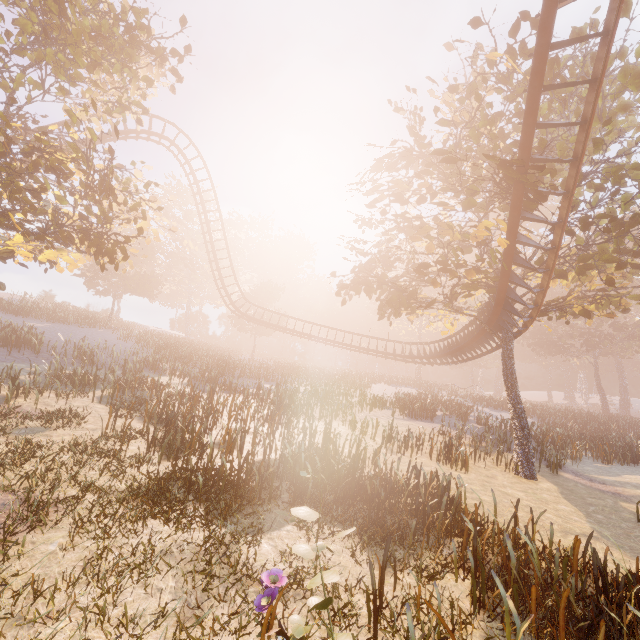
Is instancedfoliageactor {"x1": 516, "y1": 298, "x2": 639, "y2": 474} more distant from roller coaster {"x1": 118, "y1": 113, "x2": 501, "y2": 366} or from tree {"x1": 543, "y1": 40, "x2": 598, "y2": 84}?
roller coaster {"x1": 118, "y1": 113, "x2": 501, "y2": 366}

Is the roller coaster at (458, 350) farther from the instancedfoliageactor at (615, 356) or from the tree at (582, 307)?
the instancedfoliageactor at (615, 356)

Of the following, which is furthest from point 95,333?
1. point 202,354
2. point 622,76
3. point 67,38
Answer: point 622,76

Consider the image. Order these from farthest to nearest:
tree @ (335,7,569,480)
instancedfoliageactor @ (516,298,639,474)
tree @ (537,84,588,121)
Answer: instancedfoliageactor @ (516,298,639,474) < tree @ (537,84,588,121) < tree @ (335,7,569,480)

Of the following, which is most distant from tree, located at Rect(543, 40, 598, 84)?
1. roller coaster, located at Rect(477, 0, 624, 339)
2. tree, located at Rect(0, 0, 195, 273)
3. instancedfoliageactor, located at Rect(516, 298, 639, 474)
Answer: instancedfoliageactor, located at Rect(516, 298, 639, 474)

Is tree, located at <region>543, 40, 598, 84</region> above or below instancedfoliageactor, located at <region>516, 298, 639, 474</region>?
above

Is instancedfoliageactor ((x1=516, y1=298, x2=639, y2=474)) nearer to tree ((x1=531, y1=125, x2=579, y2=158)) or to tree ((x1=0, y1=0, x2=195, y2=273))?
tree ((x1=531, y1=125, x2=579, y2=158))

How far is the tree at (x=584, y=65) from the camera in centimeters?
1175cm
